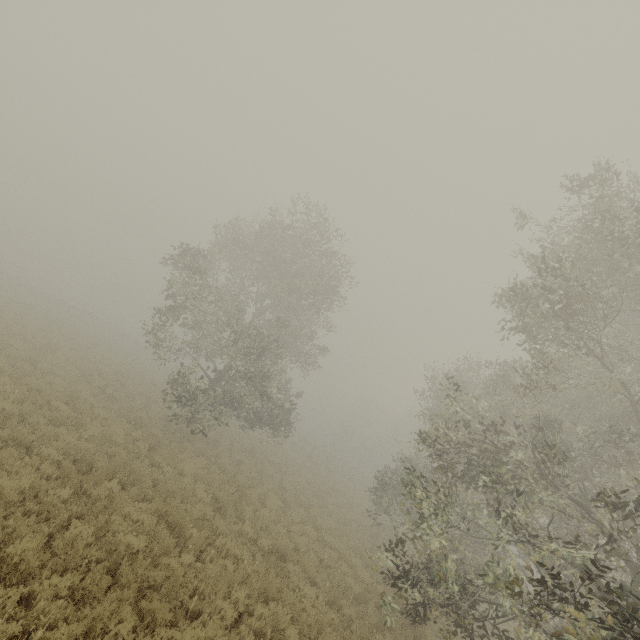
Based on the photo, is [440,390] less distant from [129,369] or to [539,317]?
[539,317]
